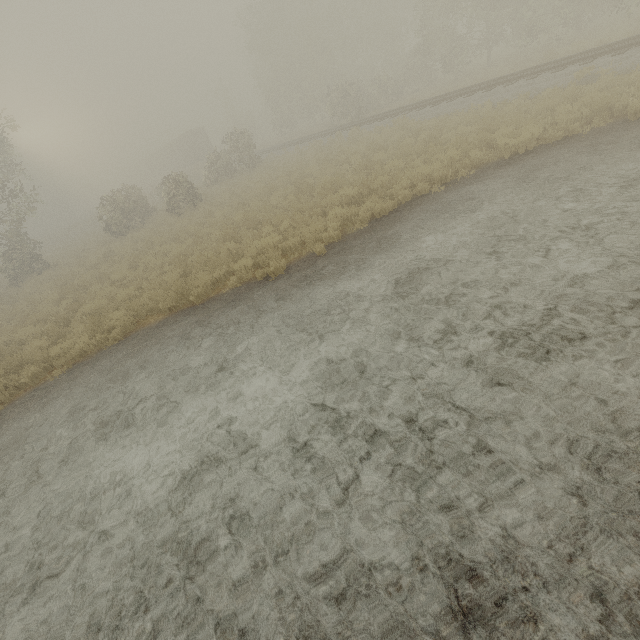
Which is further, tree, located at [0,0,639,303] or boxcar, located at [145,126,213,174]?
boxcar, located at [145,126,213,174]

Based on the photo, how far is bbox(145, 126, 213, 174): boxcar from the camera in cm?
4359

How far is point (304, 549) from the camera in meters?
3.3 m

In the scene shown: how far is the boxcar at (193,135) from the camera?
43.6m

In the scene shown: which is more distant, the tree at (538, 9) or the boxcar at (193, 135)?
the boxcar at (193, 135)
